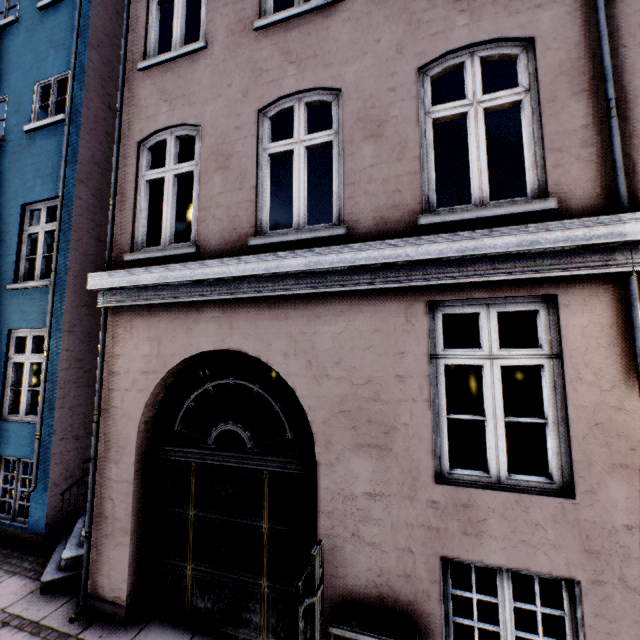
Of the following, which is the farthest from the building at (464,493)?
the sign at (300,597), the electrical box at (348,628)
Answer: the sign at (300,597)

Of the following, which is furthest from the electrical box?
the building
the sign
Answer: the sign

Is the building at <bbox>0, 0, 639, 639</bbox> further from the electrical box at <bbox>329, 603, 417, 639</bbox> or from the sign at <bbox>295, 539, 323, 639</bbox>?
the sign at <bbox>295, 539, 323, 639</bbox>

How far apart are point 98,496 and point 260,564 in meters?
2.4

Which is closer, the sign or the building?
the sign

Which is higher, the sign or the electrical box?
the sign
